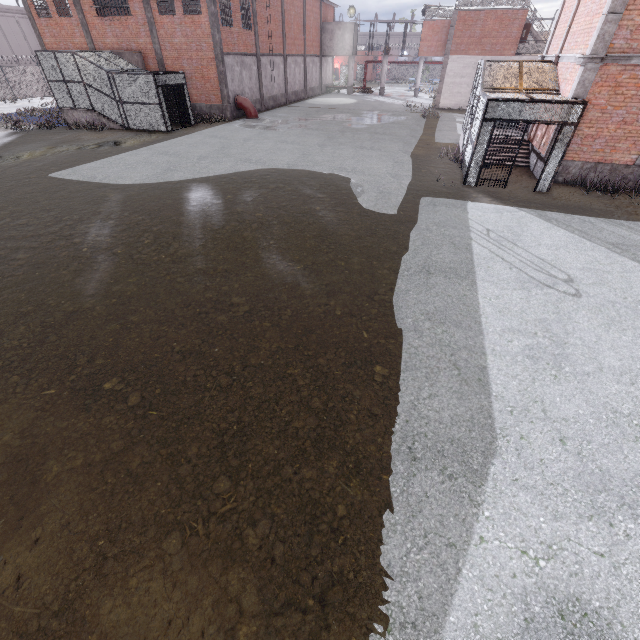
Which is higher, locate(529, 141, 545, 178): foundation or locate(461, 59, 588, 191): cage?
locate(461, 59, 588, 191): cage

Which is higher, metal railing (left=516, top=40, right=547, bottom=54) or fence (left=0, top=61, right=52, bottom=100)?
metal railing (left=516, top=40, right=547, bottom=54)

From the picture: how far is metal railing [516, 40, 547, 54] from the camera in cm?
2797

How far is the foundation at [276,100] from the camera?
29.9m

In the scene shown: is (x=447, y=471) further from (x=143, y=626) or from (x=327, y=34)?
(x=327, y=34)

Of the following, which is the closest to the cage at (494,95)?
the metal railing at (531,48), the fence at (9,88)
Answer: the fence at (9,88)

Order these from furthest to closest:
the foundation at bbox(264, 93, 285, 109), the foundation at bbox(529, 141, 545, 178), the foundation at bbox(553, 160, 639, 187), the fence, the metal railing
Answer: the fence → the foundation at bbox(264, 93, 285, 109) → the metal railing → the foundation at bbox(529, 141, 545, 178) → the foundation at bbox(553, 160, 639, 187)

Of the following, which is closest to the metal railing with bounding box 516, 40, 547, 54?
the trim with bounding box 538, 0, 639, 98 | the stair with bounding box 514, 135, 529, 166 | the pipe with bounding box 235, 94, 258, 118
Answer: the trim with bounding box 538, 0, 639, 98
